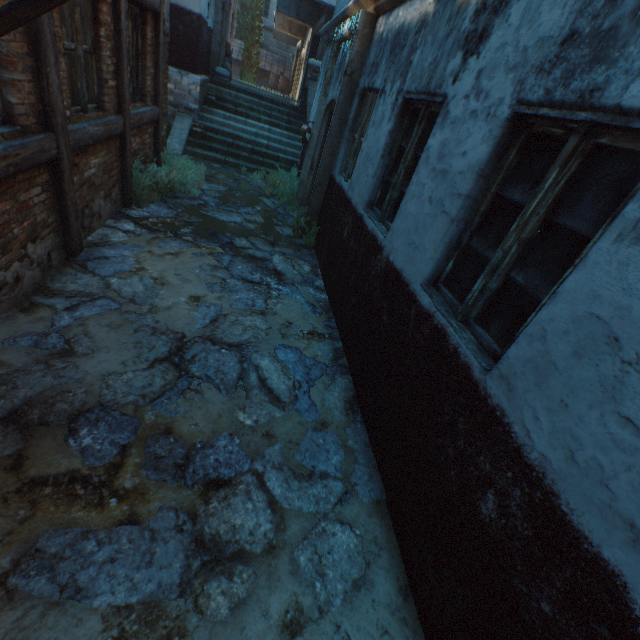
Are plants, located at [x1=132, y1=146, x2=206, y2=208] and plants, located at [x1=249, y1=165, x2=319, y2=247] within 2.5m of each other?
yes

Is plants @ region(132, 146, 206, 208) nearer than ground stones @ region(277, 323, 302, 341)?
No

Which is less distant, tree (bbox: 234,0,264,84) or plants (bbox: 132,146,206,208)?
plants (bbox: 132,146,206,208)

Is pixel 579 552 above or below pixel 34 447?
above

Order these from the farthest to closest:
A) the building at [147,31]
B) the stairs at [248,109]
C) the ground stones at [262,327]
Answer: the stairs at [248,109] → the building at [147,31] → the ground stones at [262,327]

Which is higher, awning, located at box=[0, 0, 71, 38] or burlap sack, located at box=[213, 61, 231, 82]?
awning, located at box=[0, 0, 71, 38]

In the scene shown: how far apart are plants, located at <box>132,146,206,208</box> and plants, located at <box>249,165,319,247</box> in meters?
1.2

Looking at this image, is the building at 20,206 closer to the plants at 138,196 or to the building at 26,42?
the building at 26,42
